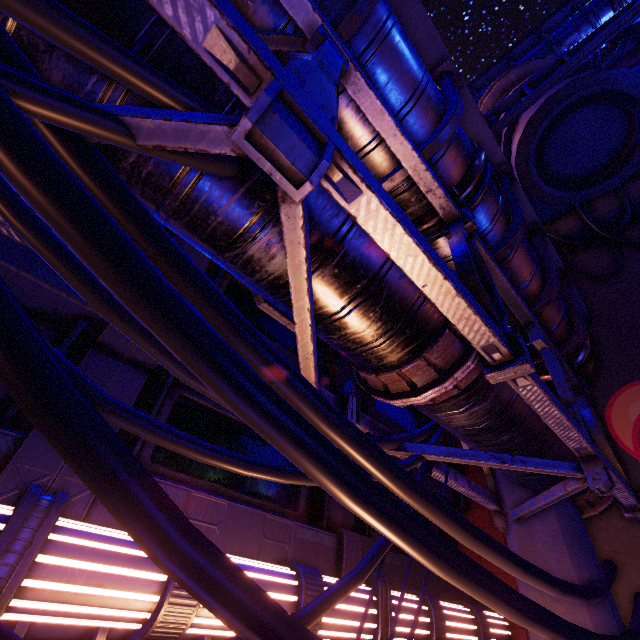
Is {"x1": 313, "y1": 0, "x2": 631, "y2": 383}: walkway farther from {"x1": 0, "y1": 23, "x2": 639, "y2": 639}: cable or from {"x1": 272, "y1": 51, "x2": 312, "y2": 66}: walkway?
{"x1": 0, "y1": 23, "x2": 639, "y2": 639}: cable

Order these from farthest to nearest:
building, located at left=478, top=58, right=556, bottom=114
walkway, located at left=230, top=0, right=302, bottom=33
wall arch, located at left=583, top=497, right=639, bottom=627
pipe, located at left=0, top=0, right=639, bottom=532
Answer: building, located at left=478, top=58, right=556, bottom=114 → wall arch, located at left=583, top=497, right=639, bottom=627 → walkway, located at left=230, top=0, right=302, bottom=33 → pipe, located at left=0, top=0, right=639, bottom=532

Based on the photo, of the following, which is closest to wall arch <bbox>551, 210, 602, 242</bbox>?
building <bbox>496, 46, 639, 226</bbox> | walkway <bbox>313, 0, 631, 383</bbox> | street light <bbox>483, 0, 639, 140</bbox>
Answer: building <bbox>496, 46, 639, 226</bbox>

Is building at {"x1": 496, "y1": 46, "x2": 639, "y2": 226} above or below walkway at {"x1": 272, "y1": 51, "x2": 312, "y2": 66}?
above

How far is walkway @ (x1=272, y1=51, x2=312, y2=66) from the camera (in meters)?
3.38

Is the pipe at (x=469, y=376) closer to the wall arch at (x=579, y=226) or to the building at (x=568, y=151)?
the wall arch at (x=579, y=226)

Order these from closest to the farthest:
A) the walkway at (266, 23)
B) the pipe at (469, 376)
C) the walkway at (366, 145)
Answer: the pipe at (469, 376) < the walkway at (266, 23) < the walkway at (366, 145)

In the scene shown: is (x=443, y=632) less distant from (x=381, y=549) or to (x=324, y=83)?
(x=381, y=549)
